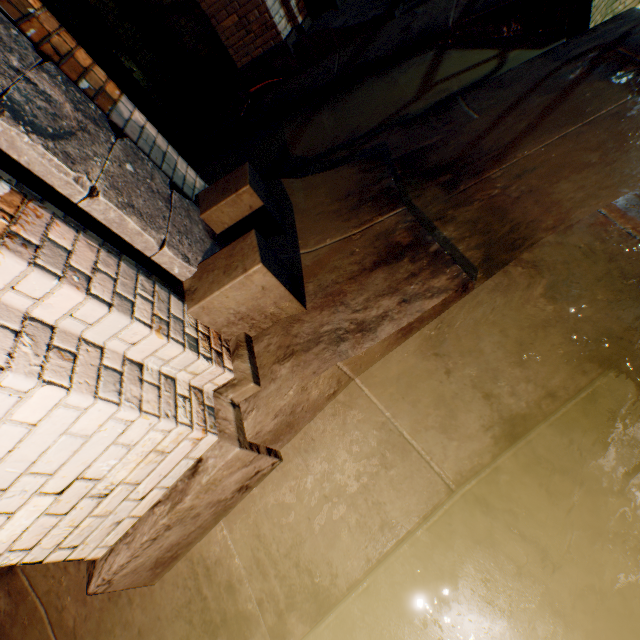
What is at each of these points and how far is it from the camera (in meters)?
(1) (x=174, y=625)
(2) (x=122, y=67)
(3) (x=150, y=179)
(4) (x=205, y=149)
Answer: (1) building tunnel, 1.71
(2) sewer grate, 5.52
(3) support column, 1.87
(4) building tunnel, 5.43

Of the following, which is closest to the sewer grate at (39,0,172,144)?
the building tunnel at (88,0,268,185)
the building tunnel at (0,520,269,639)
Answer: the building tunnel at (88,0,268,185)

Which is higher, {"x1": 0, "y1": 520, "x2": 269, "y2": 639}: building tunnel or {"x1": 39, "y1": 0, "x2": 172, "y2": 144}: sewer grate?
{"x1": 39, "y1": 0, "x2": 172, "y2": 144}: sewer grate

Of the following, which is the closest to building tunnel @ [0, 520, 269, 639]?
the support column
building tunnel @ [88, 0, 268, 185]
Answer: the support column

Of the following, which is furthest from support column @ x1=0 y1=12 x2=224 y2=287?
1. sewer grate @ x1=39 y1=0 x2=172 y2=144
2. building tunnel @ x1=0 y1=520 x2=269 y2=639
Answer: sewer grate @ x1=39 y1=0 x2=172 y2=144

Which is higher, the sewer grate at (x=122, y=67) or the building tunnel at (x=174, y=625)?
the sewer grate at (x=122, y=67)

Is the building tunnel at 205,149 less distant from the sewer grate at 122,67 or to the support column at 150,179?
the sewer grate at 122,67

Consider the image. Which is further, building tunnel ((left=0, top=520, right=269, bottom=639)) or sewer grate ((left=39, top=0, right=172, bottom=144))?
sewer grate ((left=39, top=0, right=172, bottom=144))
